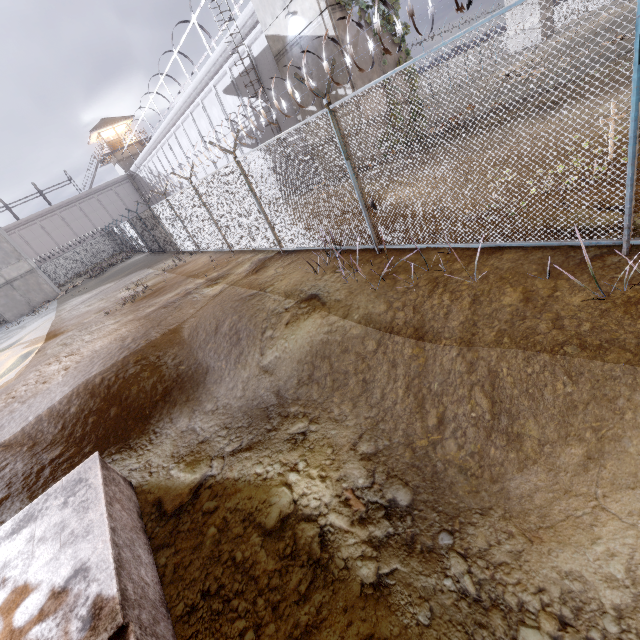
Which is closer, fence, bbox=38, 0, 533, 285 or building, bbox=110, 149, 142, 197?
fence, bbox=38, 0, 533, 285

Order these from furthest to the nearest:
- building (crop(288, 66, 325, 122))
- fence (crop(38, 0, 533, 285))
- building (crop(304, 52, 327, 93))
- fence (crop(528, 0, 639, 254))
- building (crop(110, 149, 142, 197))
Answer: building (crop(110, 149, 142, 197)) → building (crop(288, 66, 325, 122)) → building (crop(304, 52, 327, 93)) → fence (crop(38, 0, 533, 285)) → fence (crop(528, 0, 639, 254))

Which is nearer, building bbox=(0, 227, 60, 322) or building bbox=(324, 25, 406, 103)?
building bbox=(324, 25, 406, 103)

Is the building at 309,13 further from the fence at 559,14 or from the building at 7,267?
the building at 7,267

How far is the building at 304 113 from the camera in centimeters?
1453cm

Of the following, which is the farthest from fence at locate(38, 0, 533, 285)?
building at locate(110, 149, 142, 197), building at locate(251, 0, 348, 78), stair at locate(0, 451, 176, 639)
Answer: building at locate(110, 149, 142, 197)

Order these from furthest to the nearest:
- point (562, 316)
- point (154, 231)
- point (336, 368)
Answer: point (154, 231), point (336, 368), point (562, 316)

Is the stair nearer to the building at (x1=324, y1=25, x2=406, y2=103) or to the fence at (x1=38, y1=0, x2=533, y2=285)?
the fence at (x1=38, y1=0, x2=533, y2=285)
